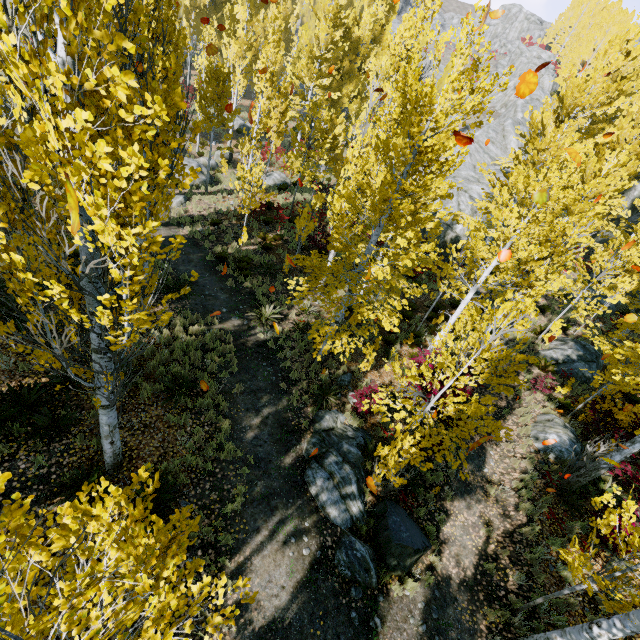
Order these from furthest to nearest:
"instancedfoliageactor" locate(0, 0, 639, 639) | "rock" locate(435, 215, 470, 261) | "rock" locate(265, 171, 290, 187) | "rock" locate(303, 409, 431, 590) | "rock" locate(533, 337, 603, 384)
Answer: "rock" locate(265, 171, 290, 187)
"rock" locate(435, 215, 470, 261)
"rock" locate(533, 337, 603, 384)
"rock" locate(303, 409, 431, 590)
"instancedfoliageactor" locate(0, 0, 639, 639)

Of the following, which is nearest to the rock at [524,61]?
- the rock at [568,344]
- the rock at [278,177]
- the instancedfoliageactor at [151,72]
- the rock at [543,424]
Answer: the instancedfoliageactor at [151,72]

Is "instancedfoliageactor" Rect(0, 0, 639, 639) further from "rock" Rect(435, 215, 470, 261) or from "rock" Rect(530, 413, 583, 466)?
"rock" Rect(530, 413, 583, 466)

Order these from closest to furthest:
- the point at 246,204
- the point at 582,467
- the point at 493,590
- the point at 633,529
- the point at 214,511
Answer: the point at 633,529
the point at 214,511
the point at 493,590
the point at 582,467
the point at 246,204

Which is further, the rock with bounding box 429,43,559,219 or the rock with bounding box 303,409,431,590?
the rock with bounding box 429,43,559,219

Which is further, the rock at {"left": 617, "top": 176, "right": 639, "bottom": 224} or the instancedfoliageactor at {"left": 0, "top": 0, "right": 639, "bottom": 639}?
the rock at {"left": 617, "top": 176, "right": 639, "bottom": 224}

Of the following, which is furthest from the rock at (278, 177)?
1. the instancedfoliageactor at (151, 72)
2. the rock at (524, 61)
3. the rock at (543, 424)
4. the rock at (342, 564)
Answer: the rock at (543, 424)

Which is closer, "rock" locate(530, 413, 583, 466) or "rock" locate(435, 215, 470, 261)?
"rock" locate(530, 413, 583, 466)
